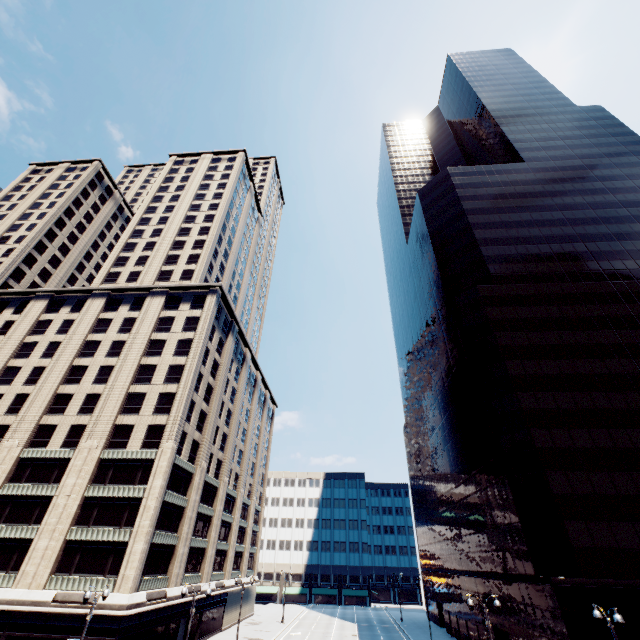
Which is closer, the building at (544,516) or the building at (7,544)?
the building at (544,516)

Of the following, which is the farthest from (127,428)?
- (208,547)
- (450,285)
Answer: (450,285)

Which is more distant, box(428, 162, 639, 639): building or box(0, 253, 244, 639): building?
box(0, 253, 244, 639): building
